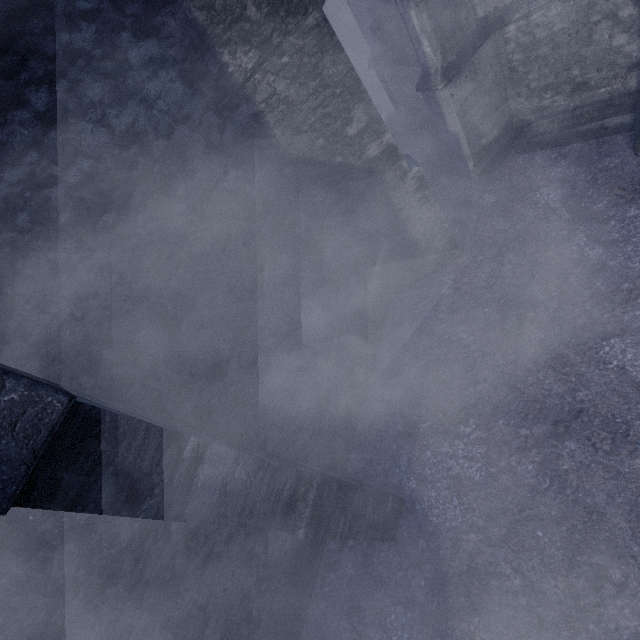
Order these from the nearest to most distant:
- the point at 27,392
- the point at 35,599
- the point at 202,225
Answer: the point at 27,392, the point at 35,599, the point at 202,225
